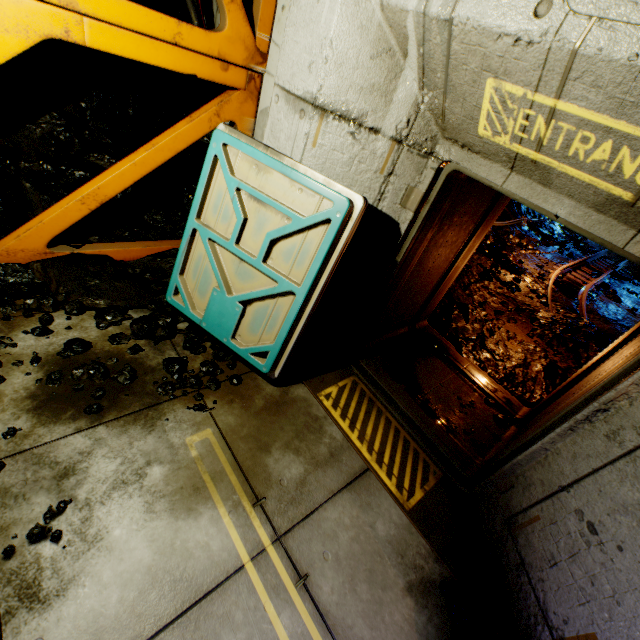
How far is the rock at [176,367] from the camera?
3.05m

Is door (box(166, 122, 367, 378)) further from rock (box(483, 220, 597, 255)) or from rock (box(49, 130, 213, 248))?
rock (box(483, 220, 597, 255))

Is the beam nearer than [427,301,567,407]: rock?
Yes

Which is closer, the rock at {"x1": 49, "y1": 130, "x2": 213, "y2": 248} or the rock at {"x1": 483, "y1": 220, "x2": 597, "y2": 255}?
the rock at {"x1": 49, "y1": 130, "x2": 213, "y2": 248}

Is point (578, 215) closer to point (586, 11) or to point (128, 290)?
point (586, 11)

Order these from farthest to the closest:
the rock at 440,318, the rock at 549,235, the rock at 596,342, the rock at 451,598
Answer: the rock at 549,235 → the rock at 596,342 → the rock at 440,318 → the rock at 451,598

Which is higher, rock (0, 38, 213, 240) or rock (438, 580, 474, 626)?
rock (0, 38, 213, 240)

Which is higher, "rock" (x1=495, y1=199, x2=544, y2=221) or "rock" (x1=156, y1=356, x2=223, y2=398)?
"rock" (x1=495, y1=199, x2=544, y2=221)
